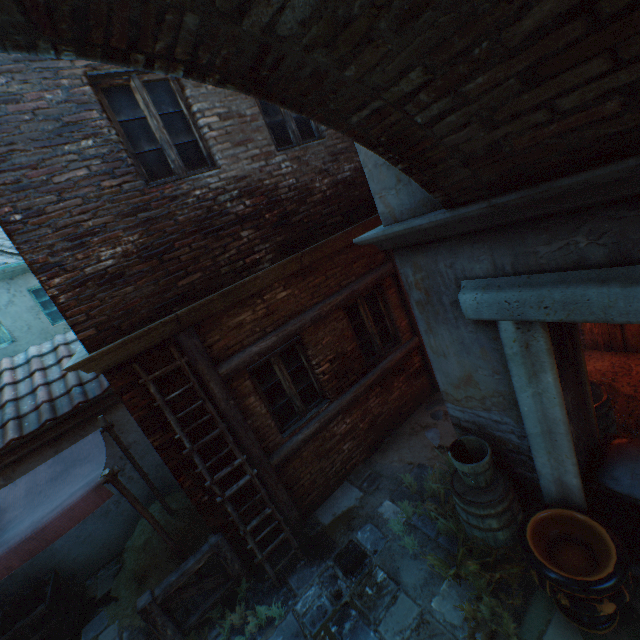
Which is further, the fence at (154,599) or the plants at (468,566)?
the fence at (154,599)

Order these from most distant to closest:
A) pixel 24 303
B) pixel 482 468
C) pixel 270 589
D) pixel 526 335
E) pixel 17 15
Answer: pixel 24 303, pixel 270 589, pixel 482 468, pixel 526 335, pixel 17 15

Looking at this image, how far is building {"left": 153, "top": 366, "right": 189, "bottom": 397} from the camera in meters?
4.1

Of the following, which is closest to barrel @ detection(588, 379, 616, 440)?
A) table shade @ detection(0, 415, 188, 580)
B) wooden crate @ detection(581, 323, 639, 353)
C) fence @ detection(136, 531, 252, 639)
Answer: wooden crate @ detection(581, 323, 639, 353)

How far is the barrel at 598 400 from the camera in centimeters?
380cm

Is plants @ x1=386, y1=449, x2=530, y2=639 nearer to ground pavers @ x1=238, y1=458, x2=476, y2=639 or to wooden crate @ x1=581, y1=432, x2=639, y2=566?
ground pavers @ x1=238, y1=458, x2=476, y2=639

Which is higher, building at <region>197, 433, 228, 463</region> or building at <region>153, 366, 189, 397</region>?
building at <region>153, 366, 189, 397</region>
